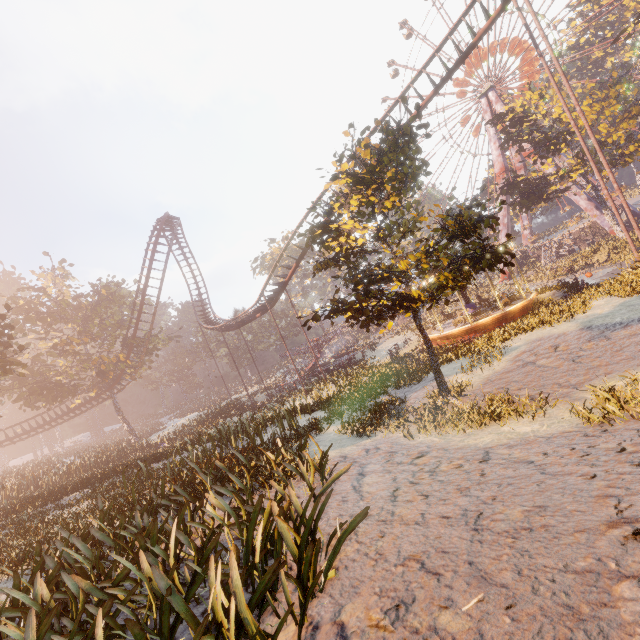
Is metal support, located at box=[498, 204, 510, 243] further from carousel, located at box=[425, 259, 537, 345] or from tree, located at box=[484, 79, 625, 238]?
carousel, located at box=[425, 259, 537, 345]

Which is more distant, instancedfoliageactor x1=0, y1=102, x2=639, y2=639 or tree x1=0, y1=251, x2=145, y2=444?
tree x1=0, y1=251, x2=145, y2=444

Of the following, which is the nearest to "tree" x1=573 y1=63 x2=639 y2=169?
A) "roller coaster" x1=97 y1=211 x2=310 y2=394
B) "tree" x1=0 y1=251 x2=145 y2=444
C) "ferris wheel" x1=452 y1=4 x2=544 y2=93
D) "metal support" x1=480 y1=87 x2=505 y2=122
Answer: "metal support" x1=480 y1=87 x2=505 y2=122

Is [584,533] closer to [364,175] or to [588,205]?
[364,175]

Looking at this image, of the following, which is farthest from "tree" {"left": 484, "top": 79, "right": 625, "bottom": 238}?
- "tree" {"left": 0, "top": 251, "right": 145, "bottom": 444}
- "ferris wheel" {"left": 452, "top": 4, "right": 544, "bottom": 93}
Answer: "tree" {"left": 0, "top": 251, "right": 145, "bottom": 444}

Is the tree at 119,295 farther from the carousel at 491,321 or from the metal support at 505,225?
the metal support at 505,225

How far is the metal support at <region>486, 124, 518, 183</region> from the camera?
47.3 meters

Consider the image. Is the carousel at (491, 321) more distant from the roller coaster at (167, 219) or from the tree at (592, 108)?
the tree at (592, 108)
